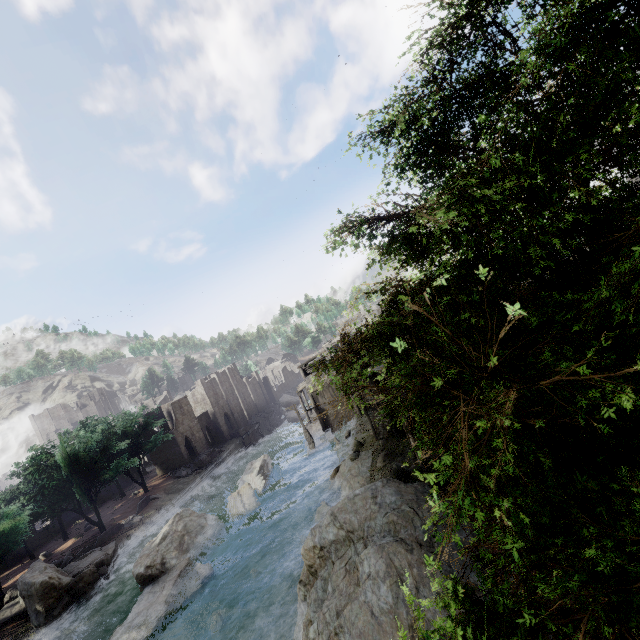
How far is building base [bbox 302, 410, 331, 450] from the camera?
40.75m

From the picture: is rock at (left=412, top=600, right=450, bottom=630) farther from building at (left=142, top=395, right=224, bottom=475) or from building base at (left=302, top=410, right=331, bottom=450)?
building base at (left=302, top=410, right=331, bottom=450)

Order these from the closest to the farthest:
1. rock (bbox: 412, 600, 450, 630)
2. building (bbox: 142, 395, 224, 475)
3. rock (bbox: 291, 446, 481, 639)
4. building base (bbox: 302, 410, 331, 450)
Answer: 1. rock (bbox: 412, 600, 450, 630)
2. rock (bbox: 291, 446, 481, 639)
3. building base (bbox: 302, 410, 331, 450)
4. building (bbox: 142, 395, 224, 475)

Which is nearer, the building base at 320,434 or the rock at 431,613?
the rock at 431,613

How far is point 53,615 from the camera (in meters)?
23.53

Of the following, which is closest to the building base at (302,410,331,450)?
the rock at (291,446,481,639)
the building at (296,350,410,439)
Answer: the building at (296,350,410,439)

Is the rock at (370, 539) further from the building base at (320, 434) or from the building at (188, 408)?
the building base at (320, 434)

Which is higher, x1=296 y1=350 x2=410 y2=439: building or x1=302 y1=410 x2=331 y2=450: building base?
x1=296 y1=350 x2=410 y2=439: building
